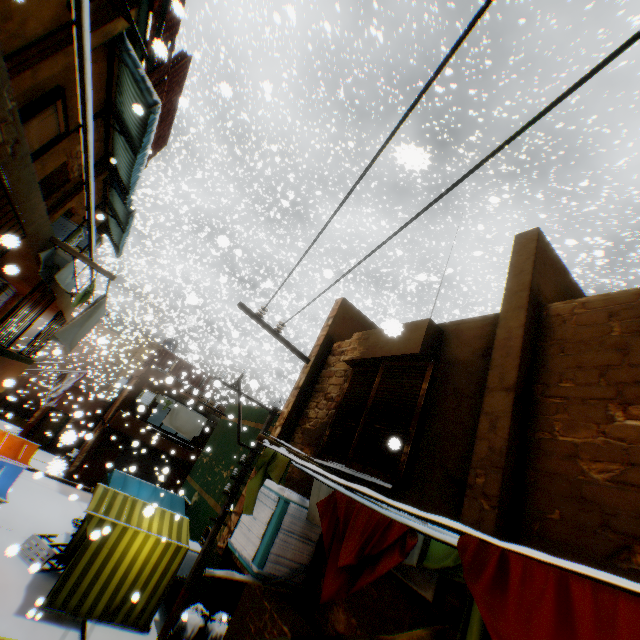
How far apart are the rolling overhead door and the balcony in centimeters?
2cm

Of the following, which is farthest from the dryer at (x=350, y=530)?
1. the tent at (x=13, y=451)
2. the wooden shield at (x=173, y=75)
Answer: the wooden shield at (x=173, y=75)

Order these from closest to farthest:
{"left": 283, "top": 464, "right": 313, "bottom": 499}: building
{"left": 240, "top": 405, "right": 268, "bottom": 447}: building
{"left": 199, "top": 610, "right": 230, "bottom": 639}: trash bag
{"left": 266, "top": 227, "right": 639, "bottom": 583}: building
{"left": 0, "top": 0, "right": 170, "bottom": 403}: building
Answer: {"left": 266, "top": 227, "right": 639, "bottom": 583}: building, {"left": 0, "top": 0, "right": 170, "bottom": 403}: building, {"left": 283, "top": 464, "right": 313, "bottom": 499}: building, {"left": 199, "top": 610, "right": 230, "bottom": 639}: trash bag, {"left": 240, "top": 405, "right": 268, "bottom": 447}: building

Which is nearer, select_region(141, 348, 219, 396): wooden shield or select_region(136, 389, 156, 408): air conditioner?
select_region(141, 348, 219, 396): wooden shield

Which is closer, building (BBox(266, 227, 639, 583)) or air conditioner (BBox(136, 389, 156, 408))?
building (BBox(266, 227, 639, 583))

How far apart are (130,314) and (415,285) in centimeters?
2564cm

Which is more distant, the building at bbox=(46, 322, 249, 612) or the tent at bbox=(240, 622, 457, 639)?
the building at bbox=(46, 322, 249, 612)

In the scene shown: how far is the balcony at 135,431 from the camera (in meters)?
17.95
